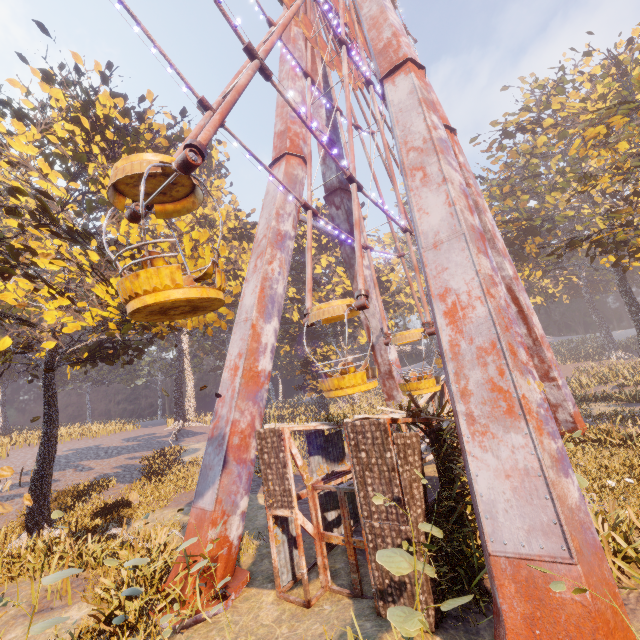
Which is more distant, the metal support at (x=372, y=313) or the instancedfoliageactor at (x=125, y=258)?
the metal support at (x=372, y=313)

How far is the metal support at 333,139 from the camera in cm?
1787

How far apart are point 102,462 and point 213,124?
26.2 meters

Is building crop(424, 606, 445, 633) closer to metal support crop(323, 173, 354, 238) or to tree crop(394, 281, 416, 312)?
metal support crop(323, 173, 354, 238)

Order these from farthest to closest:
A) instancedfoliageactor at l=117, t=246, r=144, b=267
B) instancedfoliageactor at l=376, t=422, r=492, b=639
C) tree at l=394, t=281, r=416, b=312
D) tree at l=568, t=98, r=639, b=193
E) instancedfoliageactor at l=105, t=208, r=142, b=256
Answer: tree at l=394, t=281, r=416, b=312 < tree at l=568, t=98, r=639, b=193 < instancedfoliageactor at l=117, t=246, r=144, b=267 < instancedfoliageactor at l=105, t=208, r=142, b=256 < instancedfoliageactor at l=376, t=422, r=492, b=639

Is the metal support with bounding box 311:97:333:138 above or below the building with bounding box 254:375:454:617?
above

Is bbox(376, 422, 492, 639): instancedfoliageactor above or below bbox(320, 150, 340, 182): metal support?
below

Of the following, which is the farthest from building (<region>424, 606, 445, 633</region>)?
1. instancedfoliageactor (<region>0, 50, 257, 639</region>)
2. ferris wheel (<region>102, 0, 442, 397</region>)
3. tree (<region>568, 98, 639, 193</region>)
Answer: tree (<region>568, 98, 639, 193</region>)
